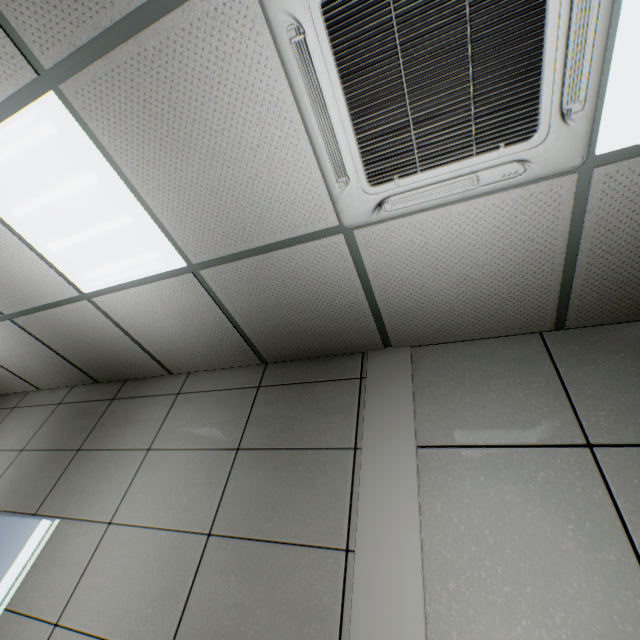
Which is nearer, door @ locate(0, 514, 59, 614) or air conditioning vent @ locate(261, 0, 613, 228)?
air conditioning vent @ locate(261, 0, 613, 228)

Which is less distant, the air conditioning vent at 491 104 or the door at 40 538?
the air conditioning vent at 491 104

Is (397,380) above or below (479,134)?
below

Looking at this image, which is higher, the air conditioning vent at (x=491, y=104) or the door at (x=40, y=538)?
the air conditioning vent at (x=491, y=104)

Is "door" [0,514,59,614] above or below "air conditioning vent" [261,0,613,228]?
below
